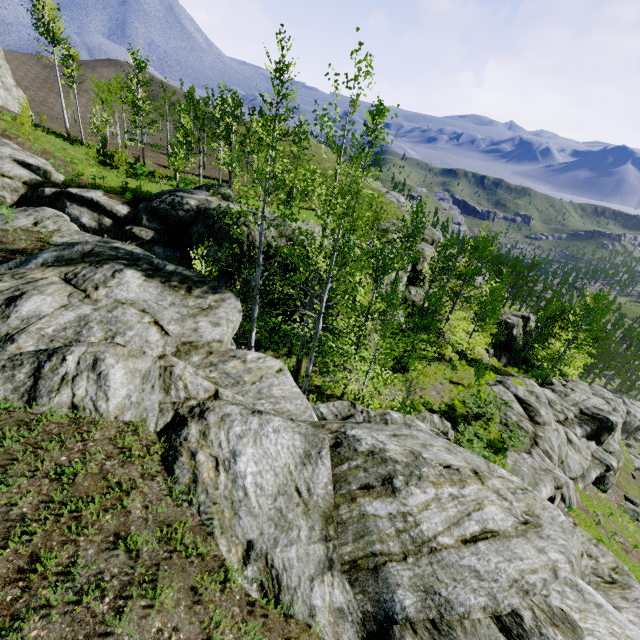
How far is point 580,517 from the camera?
20.78m

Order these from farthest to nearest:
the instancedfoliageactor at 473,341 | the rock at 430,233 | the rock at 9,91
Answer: the rock at 9,91, the rock at 430,233, the instancedfoliageactor at 473,341

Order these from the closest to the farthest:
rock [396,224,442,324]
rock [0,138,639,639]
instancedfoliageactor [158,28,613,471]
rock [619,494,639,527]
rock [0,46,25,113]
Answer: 1. rock [0,138,639,639]
2. instancedfoliageactor [158,28,613,471]
3. rock [396,224,442,324]
4. rock [619,494,639,527]
5. rock [0,46,25,113]

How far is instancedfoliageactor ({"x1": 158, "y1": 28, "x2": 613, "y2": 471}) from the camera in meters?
10.1 m

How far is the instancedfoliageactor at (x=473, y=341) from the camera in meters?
10.1

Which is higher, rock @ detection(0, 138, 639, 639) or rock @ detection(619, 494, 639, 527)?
rock @ detection(0, 138, 639, 639)

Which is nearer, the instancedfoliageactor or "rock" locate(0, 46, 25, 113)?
the instancedfoliageactor

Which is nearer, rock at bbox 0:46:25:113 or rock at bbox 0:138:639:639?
rock at bbox 0:138:639:639
